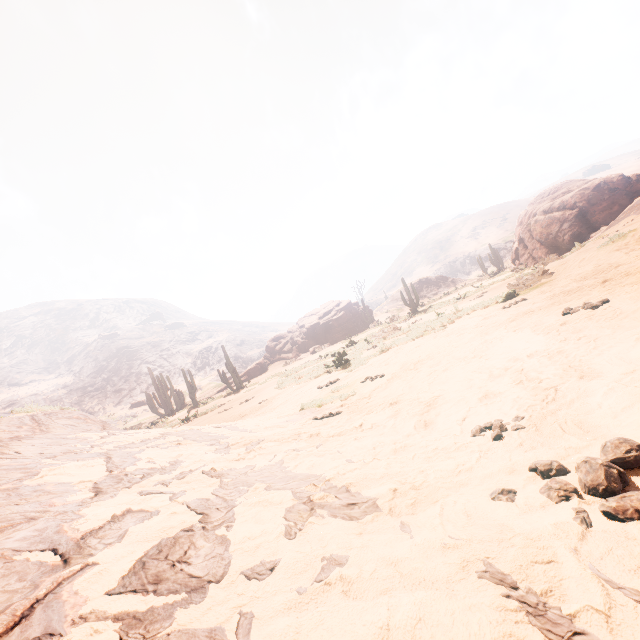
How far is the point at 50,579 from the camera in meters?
1.1 m

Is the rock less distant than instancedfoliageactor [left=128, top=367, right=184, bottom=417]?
No

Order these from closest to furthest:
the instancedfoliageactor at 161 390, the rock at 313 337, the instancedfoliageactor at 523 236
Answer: the instancedfoliageactor at 523 236 → the instancedfoliageactor at 161 390 → the rock at 313 337

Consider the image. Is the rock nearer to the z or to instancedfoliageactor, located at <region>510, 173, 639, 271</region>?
instancedfoliageactor, located at <region>510, 173, 639, 271</region>

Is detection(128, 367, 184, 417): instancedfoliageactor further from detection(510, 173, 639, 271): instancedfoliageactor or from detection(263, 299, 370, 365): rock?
detection(510, 173, 639, 271): instancedfoliageactor

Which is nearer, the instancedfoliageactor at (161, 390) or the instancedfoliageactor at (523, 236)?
the instancedfoliageactor at (523, 236)

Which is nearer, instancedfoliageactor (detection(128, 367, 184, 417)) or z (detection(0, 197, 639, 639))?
z (detection(0, 197, 639, 639))
